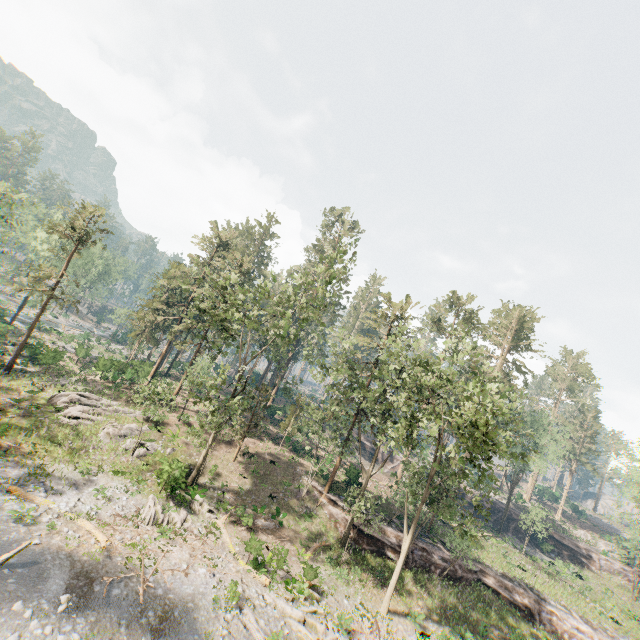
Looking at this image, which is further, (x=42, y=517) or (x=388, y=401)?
(x=388, y=401)

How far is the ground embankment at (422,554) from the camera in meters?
28.3

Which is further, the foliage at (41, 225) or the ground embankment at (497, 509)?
the ground embankment at (497, 509)

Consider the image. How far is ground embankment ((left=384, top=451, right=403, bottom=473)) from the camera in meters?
53.3

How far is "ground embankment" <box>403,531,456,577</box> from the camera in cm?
2833

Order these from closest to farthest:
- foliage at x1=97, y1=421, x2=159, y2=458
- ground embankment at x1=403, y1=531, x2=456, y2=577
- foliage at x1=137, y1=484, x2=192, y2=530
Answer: foliage at x1=137, y1=484, x2=192, y2=530, foliage at x1=97, y1=421, x2=159, y2=458, ground embankment at x1=403, y1=531, x2=456, y2=577

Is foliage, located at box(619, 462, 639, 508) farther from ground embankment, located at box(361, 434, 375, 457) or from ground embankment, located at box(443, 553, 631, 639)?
ground embankment, located at box(361, 434, 375, 457)
